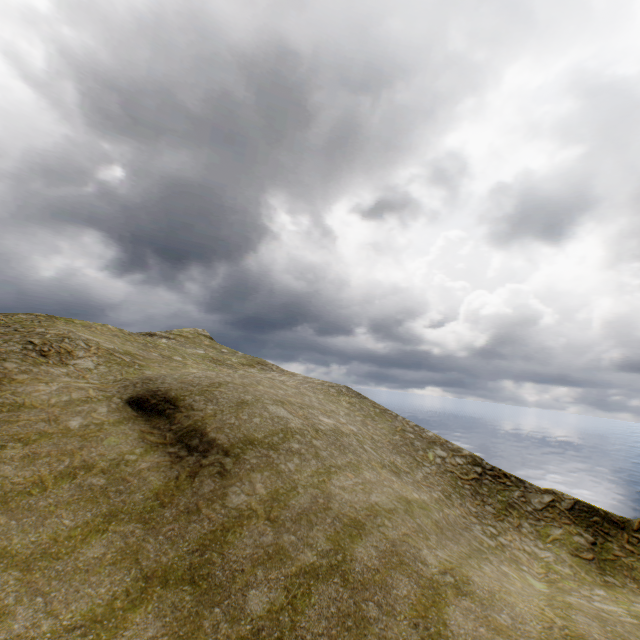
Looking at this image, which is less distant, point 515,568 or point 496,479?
point 515,568
